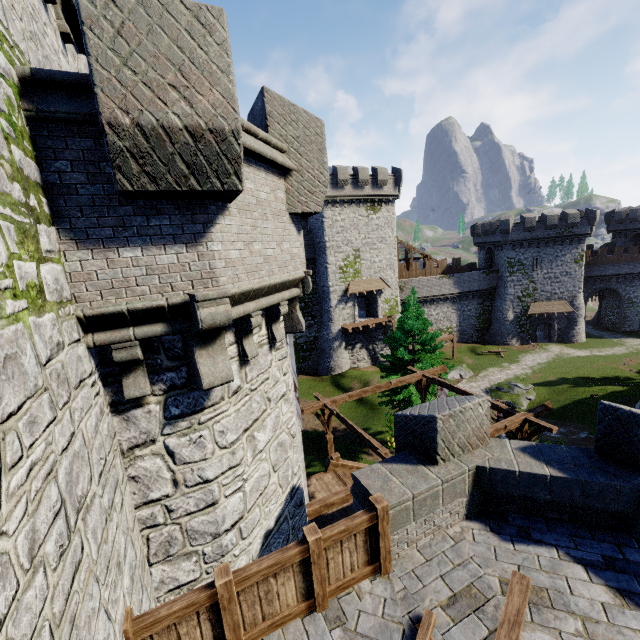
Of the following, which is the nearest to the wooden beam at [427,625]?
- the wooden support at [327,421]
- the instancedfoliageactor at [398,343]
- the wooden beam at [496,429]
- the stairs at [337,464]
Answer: the wooden beam at [496,429]

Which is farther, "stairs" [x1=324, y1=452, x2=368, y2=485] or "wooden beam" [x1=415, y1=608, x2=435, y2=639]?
"stairs" [x1=324, y1=452, x2=368, y2=485]

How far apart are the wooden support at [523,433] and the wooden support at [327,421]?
6.5m

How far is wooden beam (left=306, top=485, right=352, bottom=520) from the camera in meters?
9.1

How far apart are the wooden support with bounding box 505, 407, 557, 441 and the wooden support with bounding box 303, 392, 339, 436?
6.5m

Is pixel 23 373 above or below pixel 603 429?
above

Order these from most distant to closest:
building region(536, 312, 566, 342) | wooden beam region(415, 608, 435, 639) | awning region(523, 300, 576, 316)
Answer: building region(536, 312, 566, 342)
awning region(523, 300, 576, 316)
wooden beam region(415, 608, 435, 639)

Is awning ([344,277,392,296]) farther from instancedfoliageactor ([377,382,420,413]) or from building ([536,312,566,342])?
building ([536,312,566,342])
